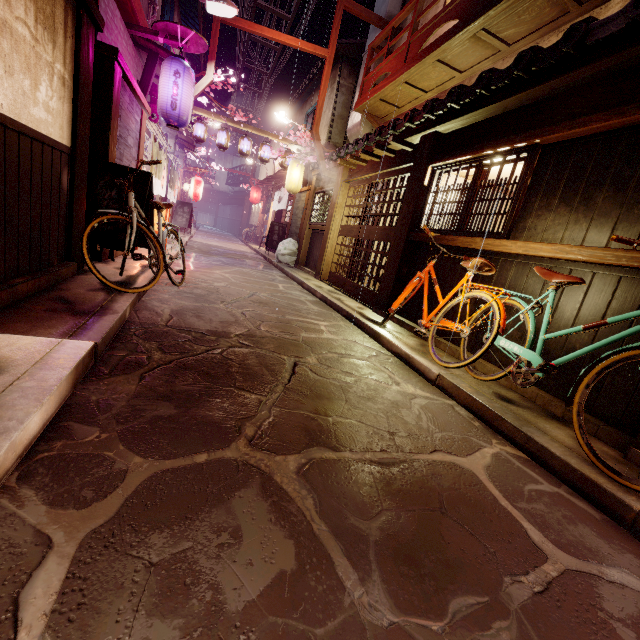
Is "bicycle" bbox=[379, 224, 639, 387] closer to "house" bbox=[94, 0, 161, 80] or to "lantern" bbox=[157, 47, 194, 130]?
"house" bbox=[94, 0, 161, 80]

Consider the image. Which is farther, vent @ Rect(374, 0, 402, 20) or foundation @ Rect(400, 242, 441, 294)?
vent @ Rect(374, 0, 402, 20)

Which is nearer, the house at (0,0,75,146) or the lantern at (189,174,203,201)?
the house at (0,0,75,146)

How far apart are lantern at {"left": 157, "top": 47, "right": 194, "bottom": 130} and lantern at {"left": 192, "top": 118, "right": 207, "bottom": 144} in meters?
9.8 m

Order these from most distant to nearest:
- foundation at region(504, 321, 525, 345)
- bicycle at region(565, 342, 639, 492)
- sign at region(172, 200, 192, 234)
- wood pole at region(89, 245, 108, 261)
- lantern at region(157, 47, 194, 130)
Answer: sign at region(172, 200, 192, 234) < lantern at region(157, 47, 194, 130) < wood pole at region(89, 245, 108, 261) < foundation at region(504, 321, 525, 345) < bicycle at region(565, 342, 639, 492)

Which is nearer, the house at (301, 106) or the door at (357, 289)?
the door at (357, 289)

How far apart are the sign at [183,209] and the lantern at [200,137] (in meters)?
6.74

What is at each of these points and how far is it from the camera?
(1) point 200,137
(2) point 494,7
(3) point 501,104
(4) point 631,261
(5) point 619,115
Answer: (1) lantern, 20.6 meters
(2) terrace, 8.3 meters
(3) wood bar, 7.4 meters
(4) wood bar, 4.9 meters
(5) wood bar, 5.3 meters
